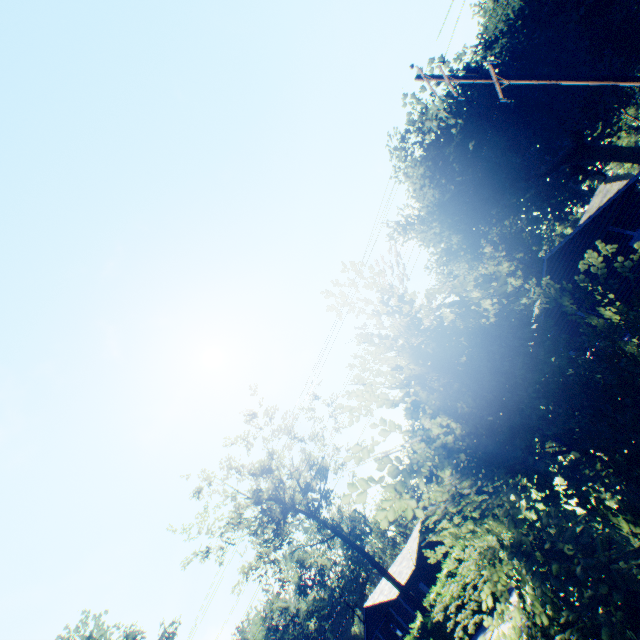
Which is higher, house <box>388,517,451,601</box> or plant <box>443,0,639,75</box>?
plant <box>443,0,639,75</box>

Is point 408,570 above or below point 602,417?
above

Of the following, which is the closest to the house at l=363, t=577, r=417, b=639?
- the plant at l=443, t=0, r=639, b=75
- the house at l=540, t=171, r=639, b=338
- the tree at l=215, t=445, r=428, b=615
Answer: the tree at l=215, t=445, r=428, b=615

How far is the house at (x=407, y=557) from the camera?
36.47m

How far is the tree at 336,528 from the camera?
26.62m

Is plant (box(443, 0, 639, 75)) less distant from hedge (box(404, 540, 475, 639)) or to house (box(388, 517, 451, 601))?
hedge (box(404, 540, 475, 639))

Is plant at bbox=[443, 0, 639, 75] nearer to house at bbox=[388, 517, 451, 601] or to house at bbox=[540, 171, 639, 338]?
house at bbox=[540, 171, 639, 338]
